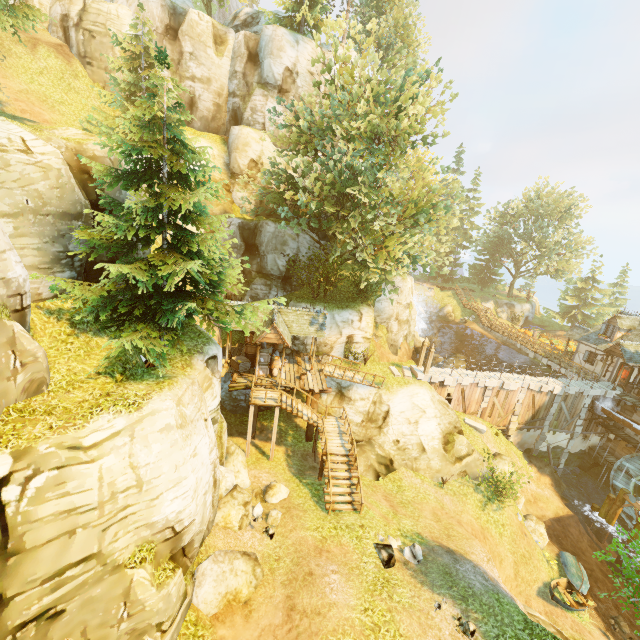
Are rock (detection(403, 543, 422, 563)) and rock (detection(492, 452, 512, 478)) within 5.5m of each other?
no

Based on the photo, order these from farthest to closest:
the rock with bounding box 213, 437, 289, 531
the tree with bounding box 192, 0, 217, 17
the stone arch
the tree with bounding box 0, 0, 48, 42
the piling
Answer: the tree with bounding box 192, 0, 217, 17 < the stone arch < the piling < the tree with bounding box 0, 0, 48, 42 < the rock with bounding box 213, 437, 289, 531

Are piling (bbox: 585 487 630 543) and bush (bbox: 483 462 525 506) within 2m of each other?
no

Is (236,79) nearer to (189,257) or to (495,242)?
(189,257)

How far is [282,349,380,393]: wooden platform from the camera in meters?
21.5

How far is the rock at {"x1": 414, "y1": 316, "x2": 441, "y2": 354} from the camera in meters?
35.6

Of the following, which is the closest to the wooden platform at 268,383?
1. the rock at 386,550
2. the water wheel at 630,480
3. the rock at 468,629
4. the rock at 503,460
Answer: the rock at 386,550

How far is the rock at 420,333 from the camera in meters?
35.6
